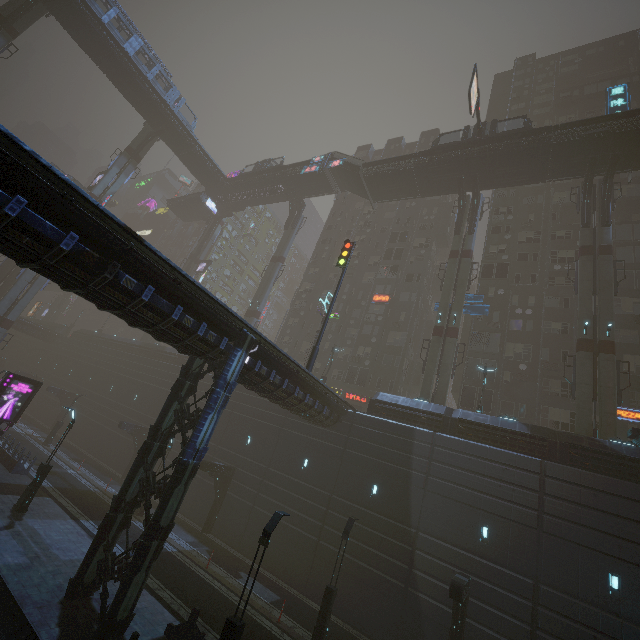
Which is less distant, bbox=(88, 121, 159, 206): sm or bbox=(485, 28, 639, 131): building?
bbox=(88, 121, 159, 206): sm

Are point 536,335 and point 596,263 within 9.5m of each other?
yes

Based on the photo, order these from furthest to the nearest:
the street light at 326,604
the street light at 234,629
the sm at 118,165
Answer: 1. the sm at 118,165
2. the street light at 326,604
3. the street light at 234,629

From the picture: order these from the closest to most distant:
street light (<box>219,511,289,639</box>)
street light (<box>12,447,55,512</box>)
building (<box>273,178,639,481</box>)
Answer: street light (<box>219,511,289,639</box>) < street light (<box>12,447,55,512</box>) < building (<box>273,178,639,481</box>)

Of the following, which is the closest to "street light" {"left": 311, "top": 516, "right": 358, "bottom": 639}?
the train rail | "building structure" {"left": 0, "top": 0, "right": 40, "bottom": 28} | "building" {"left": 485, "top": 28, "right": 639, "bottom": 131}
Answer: "building" {"left": 485, "top": 28, "right": 639, "bottom": 131}

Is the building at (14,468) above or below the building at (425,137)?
below

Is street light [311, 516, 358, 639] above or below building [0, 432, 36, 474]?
above

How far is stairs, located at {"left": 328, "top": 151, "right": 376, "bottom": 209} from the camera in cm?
3806
